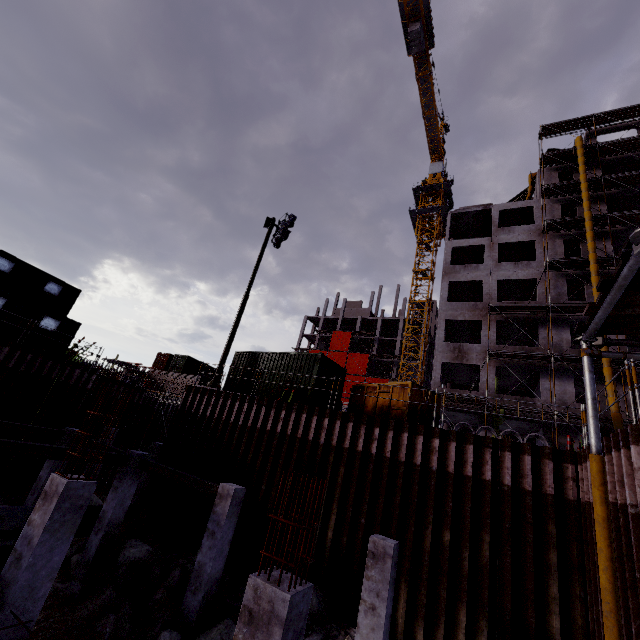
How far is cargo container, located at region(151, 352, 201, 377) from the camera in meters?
36.7

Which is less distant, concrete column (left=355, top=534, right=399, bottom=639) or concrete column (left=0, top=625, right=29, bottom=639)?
concrete column (left=0, top=625, right=29, bottom=639)

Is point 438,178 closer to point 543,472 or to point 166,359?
point 166,359

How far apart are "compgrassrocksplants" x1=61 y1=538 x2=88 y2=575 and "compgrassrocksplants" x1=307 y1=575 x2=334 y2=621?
7.8m

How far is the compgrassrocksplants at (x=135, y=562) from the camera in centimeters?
1085cm

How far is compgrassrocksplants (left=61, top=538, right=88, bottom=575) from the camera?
11.44m

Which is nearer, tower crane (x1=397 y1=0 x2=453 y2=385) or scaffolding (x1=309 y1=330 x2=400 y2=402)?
tower crane (x1=397 y1=0 x2=453 y2=385)

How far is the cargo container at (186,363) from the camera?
36.7m
